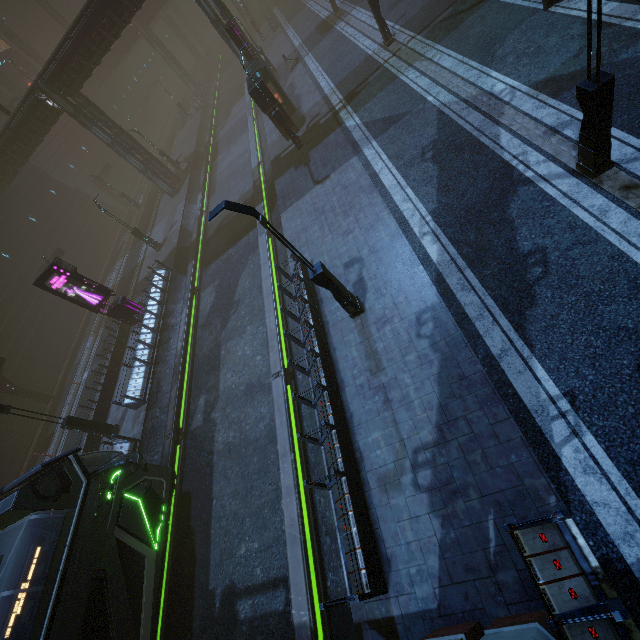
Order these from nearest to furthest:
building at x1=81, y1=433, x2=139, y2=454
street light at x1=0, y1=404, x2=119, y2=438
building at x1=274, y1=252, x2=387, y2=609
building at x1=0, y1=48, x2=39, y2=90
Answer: building at x1=274, y1=252, x2=387, y2=609
street light at x1=0, y1=404, x2=119, y2=438
building at x1=81, y1=433, x2=139, y2=454
building at x1=0, y1=48, x2=39, y2=90

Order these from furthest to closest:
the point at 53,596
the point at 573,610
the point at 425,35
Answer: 1. the point at 425,35
2. the point at 53,596
3. the point at 573,610

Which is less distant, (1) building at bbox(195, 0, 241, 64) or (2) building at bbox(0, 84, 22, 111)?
(1) building at bbox(195, 0, 241, 64)

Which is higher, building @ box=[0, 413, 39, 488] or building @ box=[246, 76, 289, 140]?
building @ box=[246, 76, 289, 140]

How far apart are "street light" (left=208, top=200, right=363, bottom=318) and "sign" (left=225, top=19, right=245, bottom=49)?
21.62m

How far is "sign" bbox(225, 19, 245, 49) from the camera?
21.3 meters

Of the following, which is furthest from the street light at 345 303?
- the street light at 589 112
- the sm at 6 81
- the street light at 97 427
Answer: the sm at 6 81

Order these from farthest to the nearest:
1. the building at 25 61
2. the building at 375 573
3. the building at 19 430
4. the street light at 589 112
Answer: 1. the building at 25 61
2. the building at 19 430
3. the building at 375 573
4. the street light at 589 112
